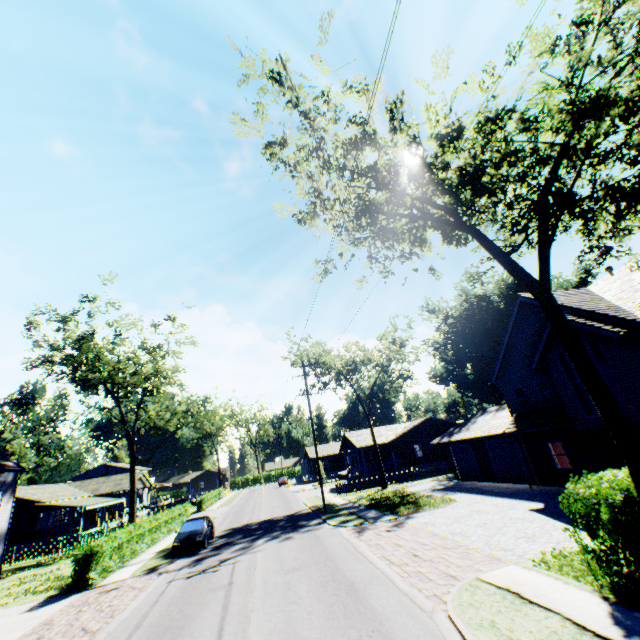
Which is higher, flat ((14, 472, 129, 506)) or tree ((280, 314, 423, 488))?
tree ((280, 314, 423, 488))

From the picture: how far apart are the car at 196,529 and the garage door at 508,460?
20.83m

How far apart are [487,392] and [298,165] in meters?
49.6 m

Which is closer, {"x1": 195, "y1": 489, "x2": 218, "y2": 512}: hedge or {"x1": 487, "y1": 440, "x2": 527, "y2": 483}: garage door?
{"x1": 487, "y1": 440, "x2": 527, "y2": 483}: garage door

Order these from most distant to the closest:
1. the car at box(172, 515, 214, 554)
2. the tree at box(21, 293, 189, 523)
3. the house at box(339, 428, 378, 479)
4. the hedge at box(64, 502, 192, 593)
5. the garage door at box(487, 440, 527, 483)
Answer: the house at box(339, 428, 378, 479) → the tree at box(21, 293, 189, 523) → the garage door at box(487, 440, 527, 483) → the car at box(172, 515, 214, 554) → the hedge at box(64, 502, 192, 593)

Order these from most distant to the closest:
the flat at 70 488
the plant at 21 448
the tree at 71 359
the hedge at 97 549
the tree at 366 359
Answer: the plant at 21 448 → the tree at 366 359 → the flat at 70 488 → the tree at 71 359 → the hedge at 97 549

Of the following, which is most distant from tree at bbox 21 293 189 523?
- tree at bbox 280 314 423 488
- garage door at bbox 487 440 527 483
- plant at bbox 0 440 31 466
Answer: tree at bbox 280 314 423 488

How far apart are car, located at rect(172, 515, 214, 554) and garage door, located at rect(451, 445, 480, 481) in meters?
20.9 m
